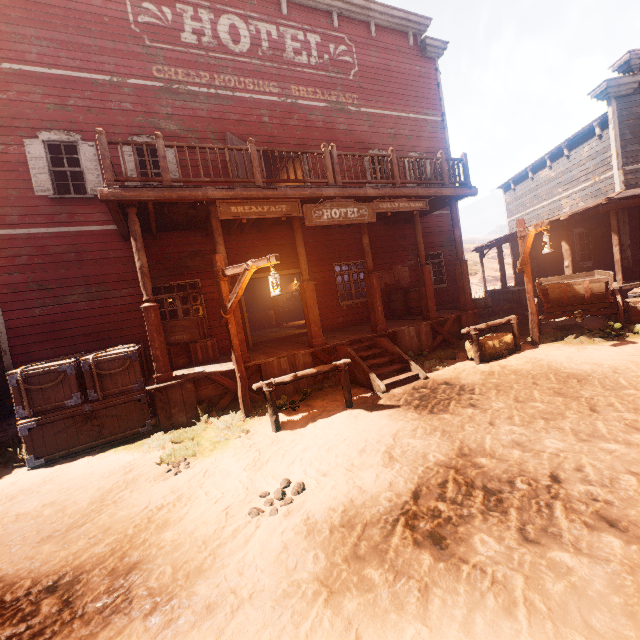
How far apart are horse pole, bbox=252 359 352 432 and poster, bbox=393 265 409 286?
6.4 meters

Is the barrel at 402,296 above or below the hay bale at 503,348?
above

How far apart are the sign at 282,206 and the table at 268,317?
12.3m

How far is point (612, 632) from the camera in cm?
186

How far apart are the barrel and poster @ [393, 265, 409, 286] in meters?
0.2

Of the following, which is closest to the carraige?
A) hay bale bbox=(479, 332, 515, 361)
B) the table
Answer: hay bale bbox=(479, 332, 515, 361)

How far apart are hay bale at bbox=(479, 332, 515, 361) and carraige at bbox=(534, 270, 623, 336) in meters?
1.4

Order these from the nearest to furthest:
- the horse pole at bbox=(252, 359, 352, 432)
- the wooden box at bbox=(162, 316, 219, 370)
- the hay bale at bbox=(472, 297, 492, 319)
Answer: the horse pole at bbox=(252, 359, 352, 432) → the wooden box at bbox=(162, 316, 219, 370) → the hay bale at bbox=(472, 297, 492, 319)
